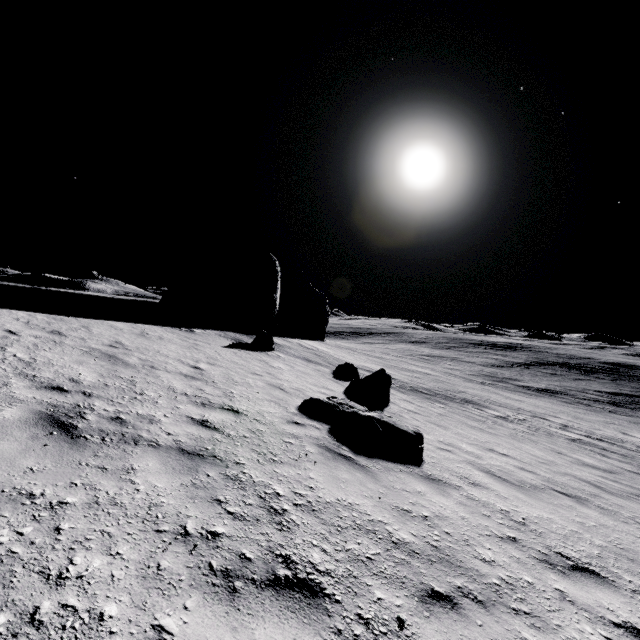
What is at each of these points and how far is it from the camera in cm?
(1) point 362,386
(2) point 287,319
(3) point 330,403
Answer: (1) stone, 1257
(2) stone, 3328
(3) stone, 824

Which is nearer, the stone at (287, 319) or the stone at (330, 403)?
the stone at (330, 403)

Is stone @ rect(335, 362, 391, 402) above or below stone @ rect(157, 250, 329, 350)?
below

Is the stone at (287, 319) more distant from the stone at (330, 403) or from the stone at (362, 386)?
the stone at (330, 403)

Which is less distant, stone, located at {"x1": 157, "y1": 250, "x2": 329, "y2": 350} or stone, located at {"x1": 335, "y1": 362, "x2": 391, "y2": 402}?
stone, located at {"x1": 335, "y1": 362, "x2": 391, "y2": 402}

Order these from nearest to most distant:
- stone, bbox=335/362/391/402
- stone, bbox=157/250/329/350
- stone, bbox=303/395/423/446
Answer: stone, bbox=303/395/423/446, stone, bbox=335/362/391/402, stone, bbox=157/250/329/350

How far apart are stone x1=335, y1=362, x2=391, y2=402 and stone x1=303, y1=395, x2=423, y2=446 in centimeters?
364cm

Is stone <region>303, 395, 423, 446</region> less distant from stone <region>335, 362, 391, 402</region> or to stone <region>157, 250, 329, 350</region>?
stone <region>335, 362, 391, 402</region>
